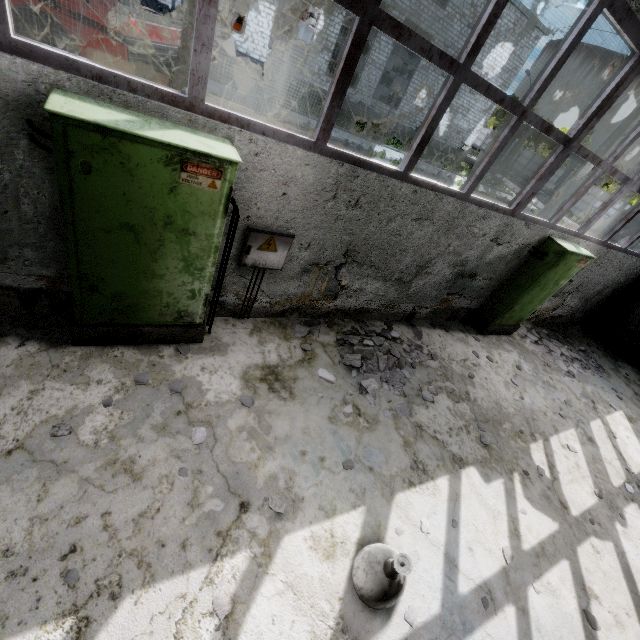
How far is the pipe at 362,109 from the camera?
21.7 meters

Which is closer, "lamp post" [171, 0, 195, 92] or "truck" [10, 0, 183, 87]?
"truck" [10, 0, 183, 87]

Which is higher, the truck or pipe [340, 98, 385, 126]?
the truck

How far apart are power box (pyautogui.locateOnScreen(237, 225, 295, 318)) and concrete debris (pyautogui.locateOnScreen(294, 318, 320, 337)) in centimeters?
77cm

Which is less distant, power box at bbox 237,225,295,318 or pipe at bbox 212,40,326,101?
power box at bbox 237,225,295,318

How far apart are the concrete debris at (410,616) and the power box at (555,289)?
5.9m

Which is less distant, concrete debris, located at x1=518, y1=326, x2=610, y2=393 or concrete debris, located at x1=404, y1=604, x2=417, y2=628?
concrete debris, located at x1=404, y1=604, x2=417, y2=628

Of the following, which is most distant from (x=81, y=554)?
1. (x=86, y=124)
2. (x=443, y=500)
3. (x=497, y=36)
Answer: (x=497, y=36)
